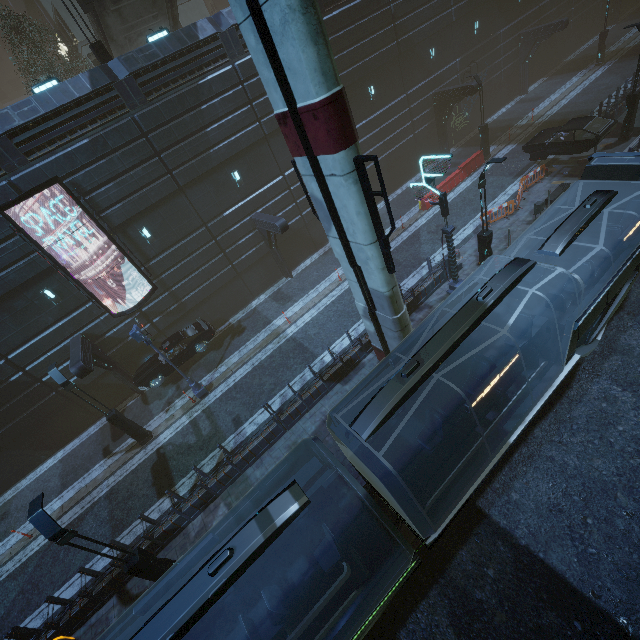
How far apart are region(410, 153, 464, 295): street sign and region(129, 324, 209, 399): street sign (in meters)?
13.31

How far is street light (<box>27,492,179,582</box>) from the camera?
7.8 meters

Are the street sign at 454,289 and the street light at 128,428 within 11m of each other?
no

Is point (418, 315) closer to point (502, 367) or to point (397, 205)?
point (502, 367)

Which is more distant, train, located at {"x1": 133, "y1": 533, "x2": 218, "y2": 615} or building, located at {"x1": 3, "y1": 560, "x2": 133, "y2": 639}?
building, located at {"x1": 3, "y1": 560, "x2": 133, "y2": 639}

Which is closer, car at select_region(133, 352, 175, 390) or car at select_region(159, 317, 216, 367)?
car at select_region(133, 352, 175, 390)

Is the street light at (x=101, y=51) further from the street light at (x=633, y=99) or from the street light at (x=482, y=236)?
the street light at (x=633, y=99)

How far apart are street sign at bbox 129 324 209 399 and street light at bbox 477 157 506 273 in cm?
1507
